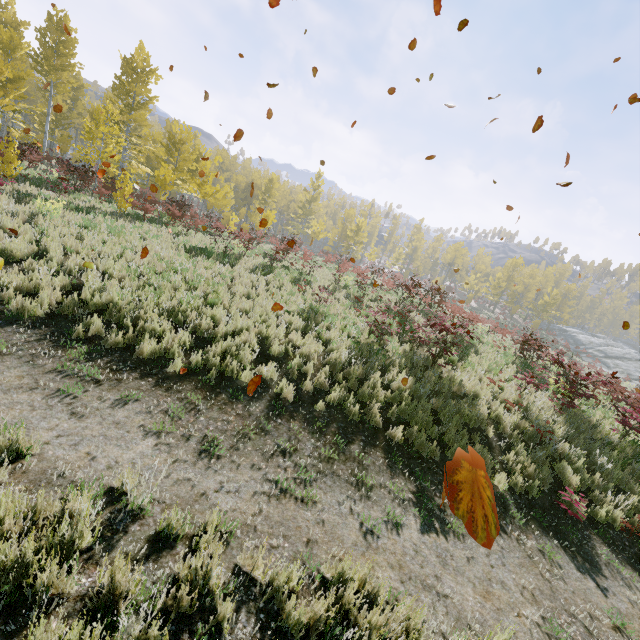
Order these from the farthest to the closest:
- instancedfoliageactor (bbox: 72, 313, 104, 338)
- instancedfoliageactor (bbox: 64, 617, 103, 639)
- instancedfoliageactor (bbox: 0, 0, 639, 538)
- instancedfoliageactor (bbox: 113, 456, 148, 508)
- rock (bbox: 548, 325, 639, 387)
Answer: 1. rock (bbox: 548, 325, 639, 387)
2. instancedfoliageactor (bbox: 0, 0, 639, 538)
3. instancedfoliageactor (bbox: 72, 313, 104, 338)
4. instancedfoliageactor (bbox: 113, 456, 148, 508)
5. instancedfoliageactor (bbox: 64, 617, 103, 639)

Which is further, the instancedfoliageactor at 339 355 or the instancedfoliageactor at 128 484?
the instancedfoliageactor at 339 355

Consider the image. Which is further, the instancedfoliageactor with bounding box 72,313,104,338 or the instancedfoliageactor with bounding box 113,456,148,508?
the instancedfoliageactor with bounding box 72,313,104,338

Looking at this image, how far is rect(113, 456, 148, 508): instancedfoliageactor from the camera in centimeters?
338cm

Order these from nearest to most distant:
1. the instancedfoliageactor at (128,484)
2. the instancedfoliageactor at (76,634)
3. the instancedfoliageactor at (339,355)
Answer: the instancedfoliageactor at (76,634)
the instancedfoliageactor at (128,484)
the instancedfoliageactor at (339,355)

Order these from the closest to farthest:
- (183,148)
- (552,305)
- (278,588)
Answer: (278,588), (183,148), (552,305)
